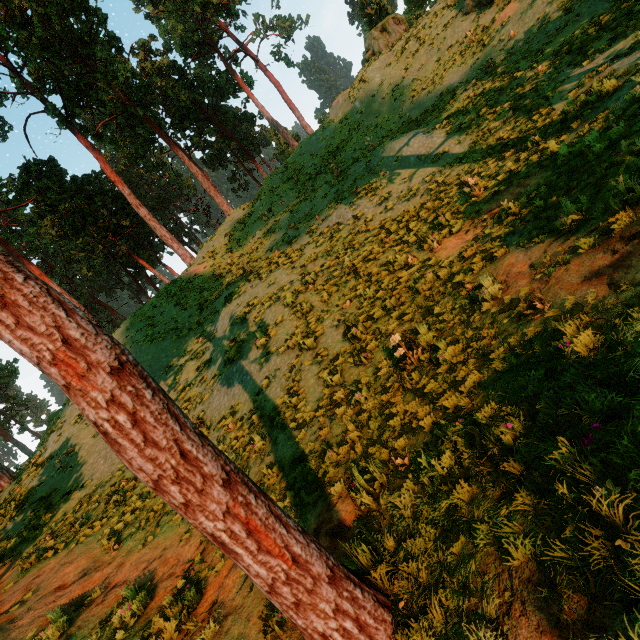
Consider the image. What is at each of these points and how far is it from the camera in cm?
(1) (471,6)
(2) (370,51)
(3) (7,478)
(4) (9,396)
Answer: (1) treerock, 2050
(2) treerock, 2902
(3) treerock, 1772
(4) treerock, 5209

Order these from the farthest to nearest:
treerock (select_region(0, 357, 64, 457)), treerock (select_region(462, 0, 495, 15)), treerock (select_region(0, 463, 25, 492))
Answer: treerock (select_region(0, 357, 64, 457))
treerock (select_region(462, 0, 495, 15))
treerock (select_region(0, 463, 25, 492))

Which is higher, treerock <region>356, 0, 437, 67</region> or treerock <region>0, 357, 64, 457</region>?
treerock <region>0, 357, 64, 457</region>

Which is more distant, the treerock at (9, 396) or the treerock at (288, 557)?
the treerock at (9, 396)

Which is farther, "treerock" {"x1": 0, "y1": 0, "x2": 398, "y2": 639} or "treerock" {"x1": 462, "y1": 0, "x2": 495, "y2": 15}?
"treerock" {"x1": 462, "y1": 0, "x2": 495, "y2": 15}

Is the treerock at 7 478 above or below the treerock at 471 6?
below
